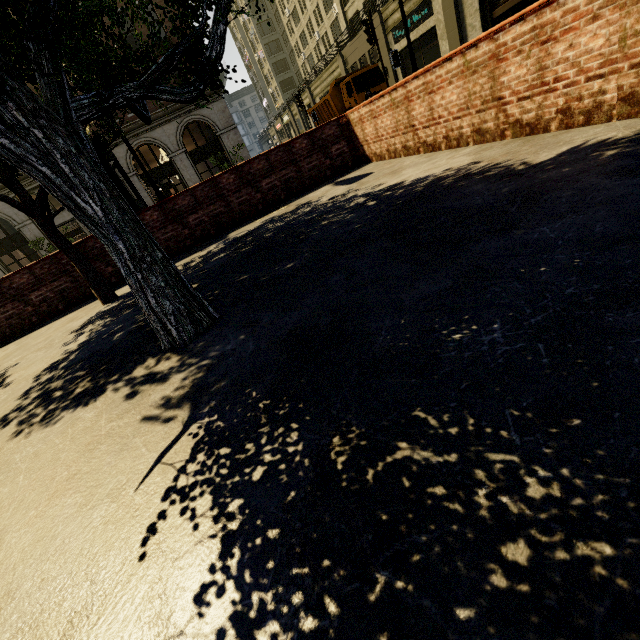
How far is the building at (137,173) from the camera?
23.2 meters

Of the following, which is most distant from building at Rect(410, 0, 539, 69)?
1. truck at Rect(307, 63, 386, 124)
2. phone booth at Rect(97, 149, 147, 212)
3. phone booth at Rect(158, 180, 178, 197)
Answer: phone booth at Rect(97, 149, 147, 212)

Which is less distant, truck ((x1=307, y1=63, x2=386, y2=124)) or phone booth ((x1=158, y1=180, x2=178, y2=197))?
truck ((x1=307, y1=63, x2=386, y2=124))

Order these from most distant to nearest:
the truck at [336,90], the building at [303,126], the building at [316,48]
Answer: the building at [303,126] < the building at [316,48] < the truck at [336,90]

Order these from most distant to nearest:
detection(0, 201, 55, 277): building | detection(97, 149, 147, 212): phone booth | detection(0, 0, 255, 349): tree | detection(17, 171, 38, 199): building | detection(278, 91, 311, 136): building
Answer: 1. detection(278, 91, 311, 136): building
2. detection(0, 201, 55, 277): building
3. detection(17, 171, 38, 199): building
4. detection(97, 149, 147, 212): phone booth
5. detection(0, 0, 255, 349): tree

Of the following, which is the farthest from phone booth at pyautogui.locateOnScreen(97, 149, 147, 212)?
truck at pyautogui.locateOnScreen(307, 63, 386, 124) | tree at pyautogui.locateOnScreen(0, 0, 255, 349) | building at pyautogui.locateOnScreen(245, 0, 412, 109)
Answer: building at pyautogui.locateOnScreen(245, 0, 412, 109)

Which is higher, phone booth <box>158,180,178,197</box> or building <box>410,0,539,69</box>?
building <box>410,0,539,69</box>

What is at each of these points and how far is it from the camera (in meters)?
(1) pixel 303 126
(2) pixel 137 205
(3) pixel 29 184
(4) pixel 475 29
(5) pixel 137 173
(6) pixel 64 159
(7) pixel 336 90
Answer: (1) building, 51.03
(2) phone booth, 7.72
(3) building, 22.36
(4) building, 18.72
(5) building, 24.00
(6) tree, 2.32
(7) truck, 20.78
